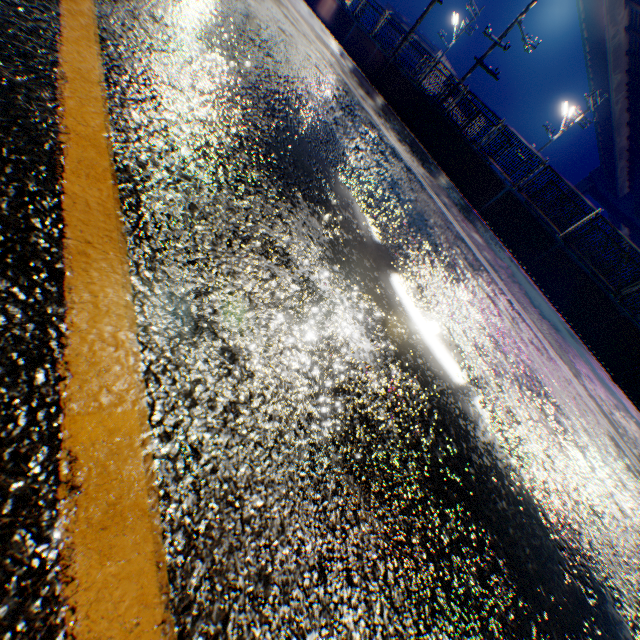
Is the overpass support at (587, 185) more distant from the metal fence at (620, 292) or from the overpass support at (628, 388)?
the metal fence at (620, 292)

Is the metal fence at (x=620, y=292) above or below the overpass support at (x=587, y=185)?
below

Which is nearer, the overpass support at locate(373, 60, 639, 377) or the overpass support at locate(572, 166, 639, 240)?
the overpass support at locate(373, 60, 639, 377)

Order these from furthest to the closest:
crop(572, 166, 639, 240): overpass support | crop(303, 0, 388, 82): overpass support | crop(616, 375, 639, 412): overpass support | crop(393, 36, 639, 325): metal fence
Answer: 1. crop(572, 166, 639, 240): overpass support
2. crop(303, 0, 388, 82): overpass support
3. crop(393, 36, 639, 325): metal fence
4. crop(616, 375, 639, 412): overpass support

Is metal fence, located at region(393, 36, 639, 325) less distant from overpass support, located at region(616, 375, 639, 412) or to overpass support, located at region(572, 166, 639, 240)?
overpass support, located at region(616, 375, 639, 412)

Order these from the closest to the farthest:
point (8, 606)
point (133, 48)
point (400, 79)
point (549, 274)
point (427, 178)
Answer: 1. point (8, 606)
2. point (133, 48)
3. point (427, 178)
4. point (549, 274)
5. point (400, 79)

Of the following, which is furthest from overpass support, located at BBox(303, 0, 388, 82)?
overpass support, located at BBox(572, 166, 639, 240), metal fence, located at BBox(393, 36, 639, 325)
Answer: overpass support, located at BBox(572, 166, 639, 240)
